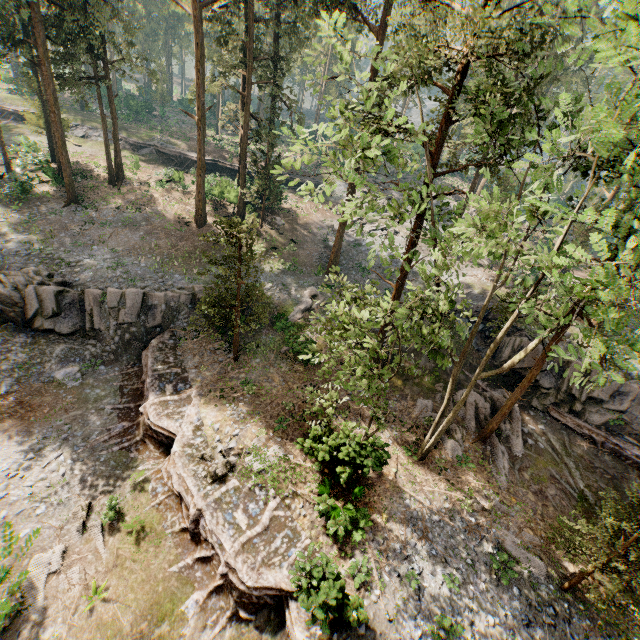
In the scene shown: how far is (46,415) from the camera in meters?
17.3

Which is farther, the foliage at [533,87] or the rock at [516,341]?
the rock at [516,341]

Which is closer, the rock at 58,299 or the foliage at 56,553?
the foliage at 56,553

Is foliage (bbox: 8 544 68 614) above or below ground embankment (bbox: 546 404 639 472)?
below

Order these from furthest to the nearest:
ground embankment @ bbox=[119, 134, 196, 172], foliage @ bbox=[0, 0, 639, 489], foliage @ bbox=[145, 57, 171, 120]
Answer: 1. ground embankment @ bbox=[119, 134, 196, 172]
2. foliage @ bbox=[145, 57, 171, 120]
3. foliage @ bbox=[0, 0, 639, 489]

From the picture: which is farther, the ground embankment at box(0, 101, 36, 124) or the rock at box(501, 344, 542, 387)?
the ground embankment at box(0, 101, 36, 124)

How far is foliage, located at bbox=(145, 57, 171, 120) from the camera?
28.9 meters

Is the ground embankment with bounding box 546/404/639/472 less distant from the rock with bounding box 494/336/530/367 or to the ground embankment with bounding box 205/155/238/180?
the rock with bounding box 494/336/530/367
